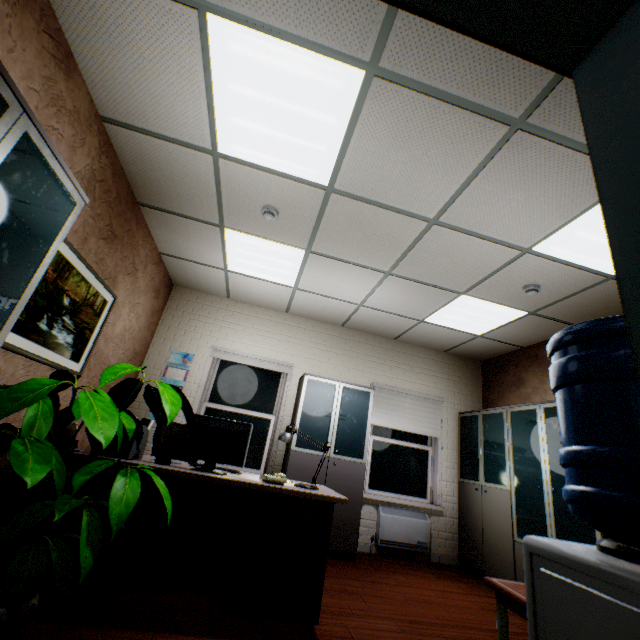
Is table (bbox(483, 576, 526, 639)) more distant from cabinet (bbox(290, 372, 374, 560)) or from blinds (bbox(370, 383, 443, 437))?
blinds (bbox(370, 383, 443, 437))

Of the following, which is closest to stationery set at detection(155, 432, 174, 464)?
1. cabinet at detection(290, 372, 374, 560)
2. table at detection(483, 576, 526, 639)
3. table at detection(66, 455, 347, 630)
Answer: table at detection(66, 455, 347, 630)

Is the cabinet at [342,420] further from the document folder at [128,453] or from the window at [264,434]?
the document folder at [128,453]

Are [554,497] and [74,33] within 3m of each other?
no

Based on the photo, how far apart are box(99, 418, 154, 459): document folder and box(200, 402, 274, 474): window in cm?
219

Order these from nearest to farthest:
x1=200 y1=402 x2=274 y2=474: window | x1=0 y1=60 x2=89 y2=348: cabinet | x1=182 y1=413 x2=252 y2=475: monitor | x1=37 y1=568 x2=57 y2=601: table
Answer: x1=0 y1=60 x2=89 y2=348: cabinet
x1=37 y1=568 x2=57 y2=601: table
x1=182 y1=413 x2=252 y2=475: monitor
x1=200 y1=402 x2=274 y2=474: window

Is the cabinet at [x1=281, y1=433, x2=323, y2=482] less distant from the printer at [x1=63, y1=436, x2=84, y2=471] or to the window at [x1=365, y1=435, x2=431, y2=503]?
the window at [x1=365, y1=435, x2=431, y2=503]

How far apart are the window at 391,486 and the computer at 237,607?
2.95m
